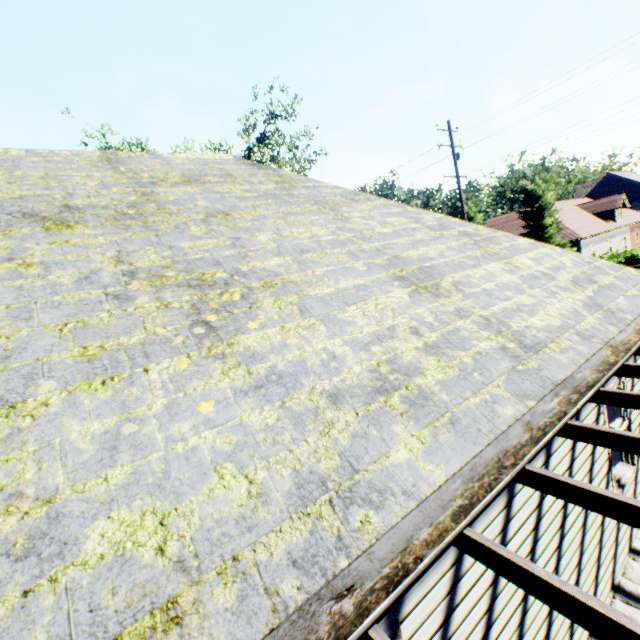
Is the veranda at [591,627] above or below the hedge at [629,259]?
above

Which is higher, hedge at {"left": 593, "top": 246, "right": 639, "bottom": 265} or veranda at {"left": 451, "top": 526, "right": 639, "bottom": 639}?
veranda at {"left": 451, "top": 526, "right": 639, "bottom": 639}

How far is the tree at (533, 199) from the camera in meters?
28.6 m

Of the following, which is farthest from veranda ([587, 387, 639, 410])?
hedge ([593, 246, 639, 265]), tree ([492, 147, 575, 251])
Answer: tree ([492, 147, 575, 251])

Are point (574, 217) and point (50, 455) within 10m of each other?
no

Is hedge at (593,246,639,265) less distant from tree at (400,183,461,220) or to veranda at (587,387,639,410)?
tree at (400,183,461,220)

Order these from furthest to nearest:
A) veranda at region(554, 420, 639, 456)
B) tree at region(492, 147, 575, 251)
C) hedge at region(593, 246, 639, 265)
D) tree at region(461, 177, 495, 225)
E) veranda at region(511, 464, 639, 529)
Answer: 1. tree at region(461, 177, 495, 225)
2. tree at region(492, 147, 575, 251)
3. hedge at region(593, 246, 639, 265)
4. veranda at region(554, 420, 639, 456)
5. veranda at region(511, 464, 639, 529)
